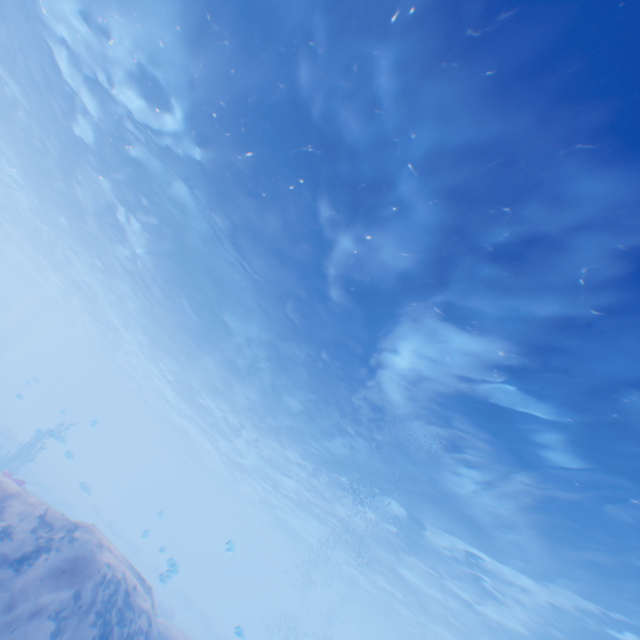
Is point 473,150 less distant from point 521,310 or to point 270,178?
point 521,310
